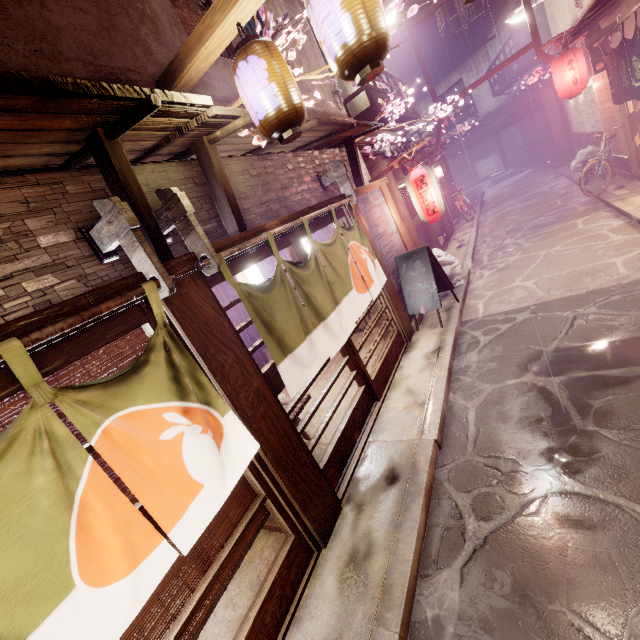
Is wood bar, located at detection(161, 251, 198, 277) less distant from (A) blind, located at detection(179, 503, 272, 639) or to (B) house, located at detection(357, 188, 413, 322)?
(A) blind, located at detection(179, 503, 272, 639)

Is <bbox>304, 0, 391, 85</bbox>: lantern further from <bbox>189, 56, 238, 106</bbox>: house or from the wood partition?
the wood partition

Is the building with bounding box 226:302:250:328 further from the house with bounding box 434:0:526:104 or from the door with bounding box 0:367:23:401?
the house with bounding box 434:0:526:104

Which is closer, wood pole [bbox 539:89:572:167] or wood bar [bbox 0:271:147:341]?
wood bar [bbox 0:271:147:341]

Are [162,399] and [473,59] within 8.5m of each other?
no

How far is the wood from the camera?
3.0 meters

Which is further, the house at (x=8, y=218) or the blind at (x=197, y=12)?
the blind at (x=197, y=12)

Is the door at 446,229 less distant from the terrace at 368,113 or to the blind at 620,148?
the terrace at 368,113
